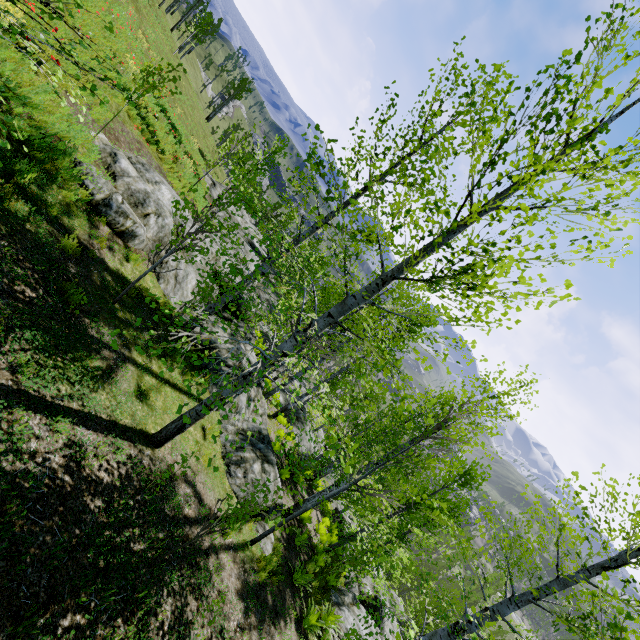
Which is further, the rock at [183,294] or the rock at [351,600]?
the rock at [351,600]

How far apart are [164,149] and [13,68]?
8.6m

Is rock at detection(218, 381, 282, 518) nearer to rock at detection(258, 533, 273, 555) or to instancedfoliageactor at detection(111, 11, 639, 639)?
rock at detection(258, 533, 273, 555)

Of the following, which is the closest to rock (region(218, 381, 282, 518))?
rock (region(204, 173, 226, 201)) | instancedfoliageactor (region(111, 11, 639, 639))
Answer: rock (region(204, 173, 226, 201))

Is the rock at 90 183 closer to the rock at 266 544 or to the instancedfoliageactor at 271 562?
the rock at 266 544

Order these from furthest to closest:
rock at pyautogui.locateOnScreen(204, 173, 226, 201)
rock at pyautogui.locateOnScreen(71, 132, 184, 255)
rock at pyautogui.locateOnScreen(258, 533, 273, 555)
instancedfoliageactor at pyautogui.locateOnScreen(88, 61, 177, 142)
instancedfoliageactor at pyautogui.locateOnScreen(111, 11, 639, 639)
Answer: rock at pyautogui.locateOnScreen(204, 173, 226, 201) → rock at pyautogui.locateOnScreen(258, 533, 273, 555) → rock at pyautogui.locateOnScreen(71, 132, 184, 255) → instancedfoliageactor at pyautogui.locateOnScreen(111, 11, 639, 639) → instancedfoliageactor at pyautogui.locateOnScreen(88, 61, 177, 142)

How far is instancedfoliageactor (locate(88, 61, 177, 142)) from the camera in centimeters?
323cm
